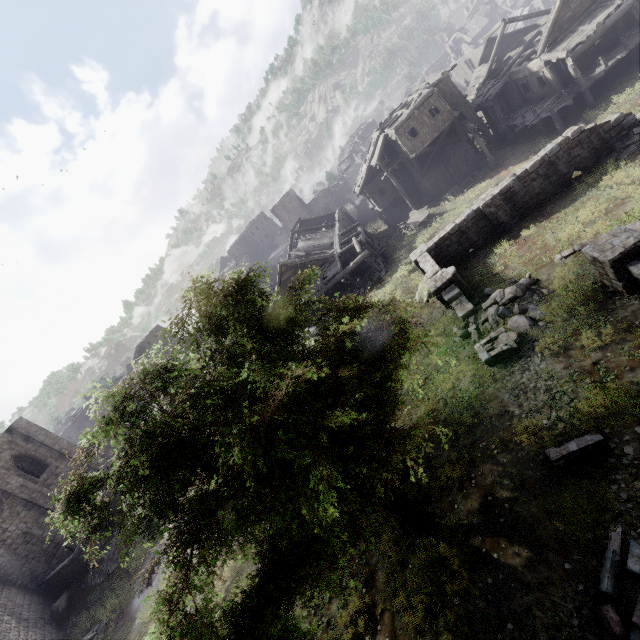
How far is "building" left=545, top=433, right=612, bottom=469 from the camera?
8.0 meters

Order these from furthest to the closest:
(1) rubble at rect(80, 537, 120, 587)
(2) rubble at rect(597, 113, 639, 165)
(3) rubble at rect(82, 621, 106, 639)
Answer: (1) rubble at rect(80, 537, 120, 587)
(3) rubble at rect(82, 621, 106, 639)
(2) rubble at rect(597, 113, 639, 165)

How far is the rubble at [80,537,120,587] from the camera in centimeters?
2228cm

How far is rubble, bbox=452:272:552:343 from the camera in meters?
13.1 m

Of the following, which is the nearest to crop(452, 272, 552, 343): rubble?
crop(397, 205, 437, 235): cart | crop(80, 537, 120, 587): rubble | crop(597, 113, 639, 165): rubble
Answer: crop(597, 113, 639, 165): rubble

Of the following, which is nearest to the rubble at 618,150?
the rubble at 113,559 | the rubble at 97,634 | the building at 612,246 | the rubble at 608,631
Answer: the building at 612,246

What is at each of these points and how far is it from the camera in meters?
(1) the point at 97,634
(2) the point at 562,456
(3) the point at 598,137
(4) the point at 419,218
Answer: (1) rubble, 18.4 m
(2) building, 8.2 m
(3) building, 17.5 m
(4) cart, 31.2 m

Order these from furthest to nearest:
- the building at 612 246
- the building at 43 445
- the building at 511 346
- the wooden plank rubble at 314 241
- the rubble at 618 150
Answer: the wooden plank rubble at 314 241, the building at 43 445, the rubble at 618 150, the building at 511 346, the building at 612 246
